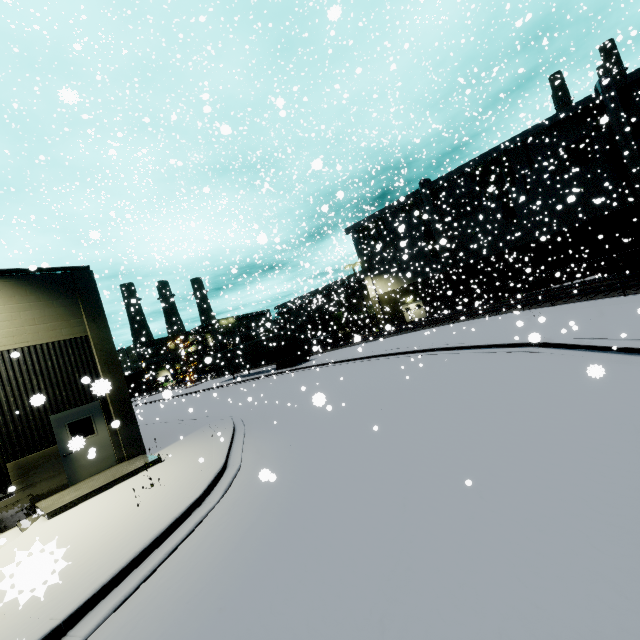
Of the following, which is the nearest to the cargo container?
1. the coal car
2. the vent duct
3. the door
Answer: the vent duct

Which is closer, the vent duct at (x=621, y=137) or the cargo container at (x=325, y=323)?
the vent duct at (x=621, y=137)

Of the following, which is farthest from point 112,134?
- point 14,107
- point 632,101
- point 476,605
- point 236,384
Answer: point 632,101

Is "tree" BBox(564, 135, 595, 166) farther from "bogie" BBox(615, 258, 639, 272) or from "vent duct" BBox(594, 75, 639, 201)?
"bogie" BBox(615, 258, 639, 272)

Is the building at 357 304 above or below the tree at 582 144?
below

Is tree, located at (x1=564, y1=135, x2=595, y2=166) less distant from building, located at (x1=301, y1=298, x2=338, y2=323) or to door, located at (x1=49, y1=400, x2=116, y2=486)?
building, located at (x1=301, y1=298, x2=338, y2=323)

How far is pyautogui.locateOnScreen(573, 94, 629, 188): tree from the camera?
28.1m
